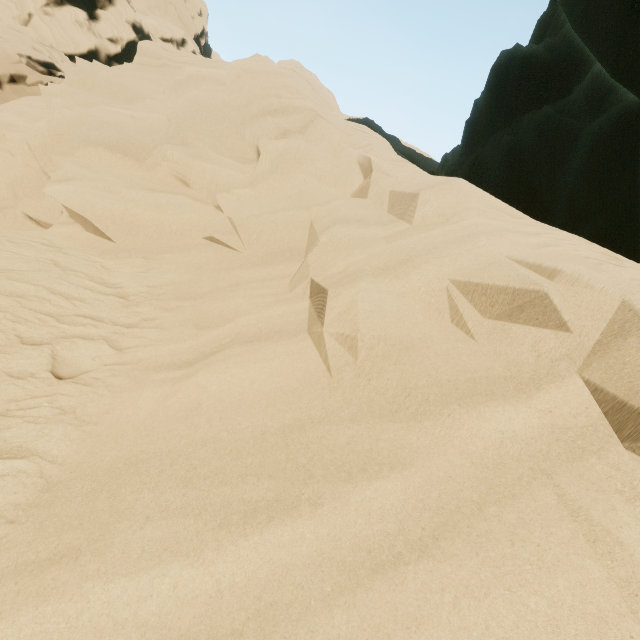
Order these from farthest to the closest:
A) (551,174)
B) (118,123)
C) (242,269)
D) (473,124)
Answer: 1. (473,124)
2. (551,174)
3. (118,123)
4. (242,269)
